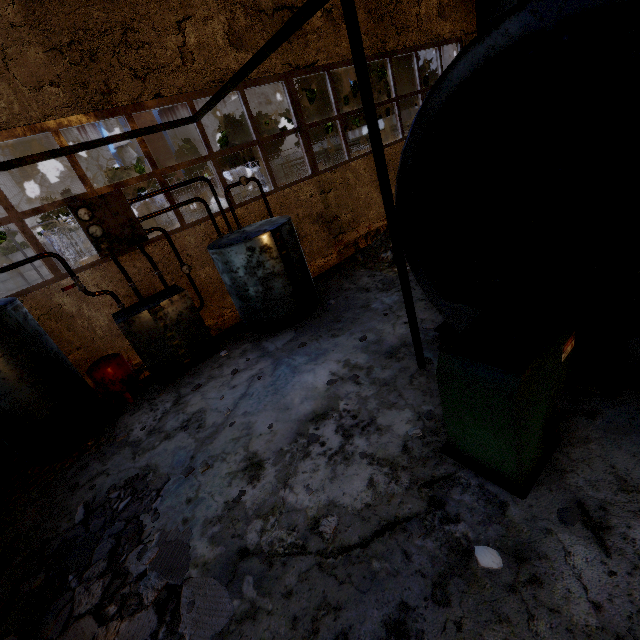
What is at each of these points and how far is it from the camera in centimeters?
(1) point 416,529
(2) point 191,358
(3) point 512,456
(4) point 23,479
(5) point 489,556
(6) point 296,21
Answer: (1) concrete debris, 294cm
(2) boiler group, 700cm
(3) boiler tank, 281cm
(4) concrete debris, 547cm
(5) concrete debris, 260cm
(6) pipe, 348cm

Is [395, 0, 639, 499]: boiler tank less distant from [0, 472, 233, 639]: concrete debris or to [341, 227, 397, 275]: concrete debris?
[341, 227, 397, 275]: concrete debris

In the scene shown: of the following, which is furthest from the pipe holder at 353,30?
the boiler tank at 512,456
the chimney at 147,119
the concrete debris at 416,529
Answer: the chimney at 147,119

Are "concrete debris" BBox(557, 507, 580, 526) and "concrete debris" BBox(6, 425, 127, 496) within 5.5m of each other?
no

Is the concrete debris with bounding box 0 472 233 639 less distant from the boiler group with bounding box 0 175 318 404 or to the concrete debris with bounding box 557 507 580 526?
the boiler group with bounding box 0 175 318 404

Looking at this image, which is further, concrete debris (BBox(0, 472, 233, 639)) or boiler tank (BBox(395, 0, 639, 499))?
concrete debris (BBox(0, 472, 233, 639))

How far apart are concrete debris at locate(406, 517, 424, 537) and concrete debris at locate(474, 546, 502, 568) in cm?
42

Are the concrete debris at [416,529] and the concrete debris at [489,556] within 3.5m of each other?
yes
